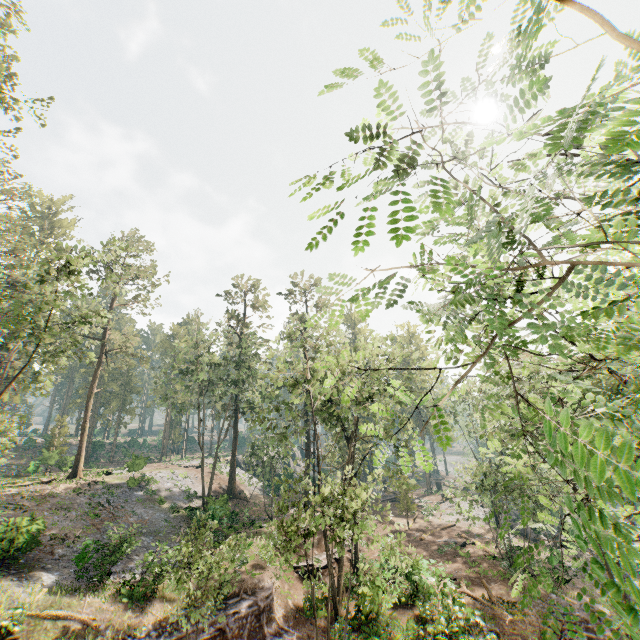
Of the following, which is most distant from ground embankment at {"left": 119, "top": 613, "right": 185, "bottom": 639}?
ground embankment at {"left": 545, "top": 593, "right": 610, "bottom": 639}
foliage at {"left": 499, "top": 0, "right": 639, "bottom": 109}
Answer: ground embankment at {"left": 545, "top": 593, "right": 610, "bottom": 639}

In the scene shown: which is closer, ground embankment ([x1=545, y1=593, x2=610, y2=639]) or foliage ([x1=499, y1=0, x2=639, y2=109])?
foliage ([x1=499, y1=0, x2=639, y2=109])

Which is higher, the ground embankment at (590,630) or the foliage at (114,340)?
the foliage at (114,340)

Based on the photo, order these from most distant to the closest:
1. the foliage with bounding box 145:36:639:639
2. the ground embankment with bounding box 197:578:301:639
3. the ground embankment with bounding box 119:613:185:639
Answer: the ground embankment with bounding box 197:578:301:639 < the ground embankment with bounding box 119:613:185:639 < the foliage with bounding box 145:36:639:639

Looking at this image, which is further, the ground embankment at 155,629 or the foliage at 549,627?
A: the ground embankment at 155,629

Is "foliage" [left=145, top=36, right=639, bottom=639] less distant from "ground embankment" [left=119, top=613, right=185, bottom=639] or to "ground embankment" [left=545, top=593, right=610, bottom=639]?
"ground embankment" [left=545, top=593, right=610, bottom=639]

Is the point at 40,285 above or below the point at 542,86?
above
